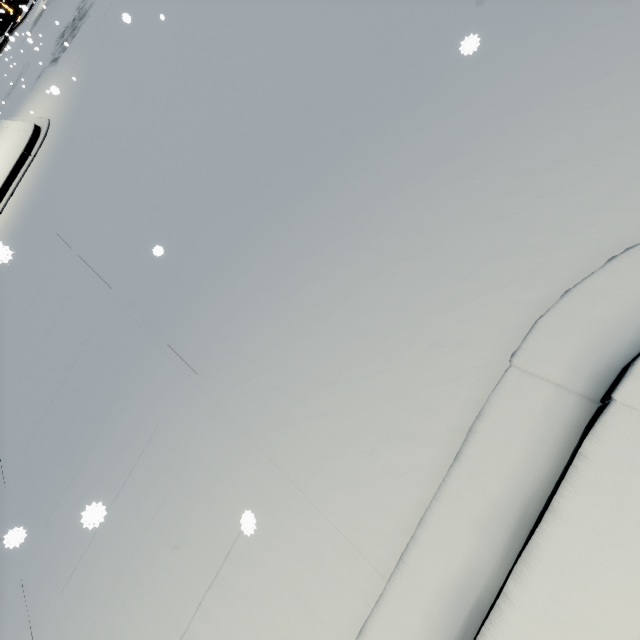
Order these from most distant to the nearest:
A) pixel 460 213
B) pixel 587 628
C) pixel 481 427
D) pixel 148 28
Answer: pixel 148 28 → pixel 460 213 → pixel 481 427 → pixel 587 628
